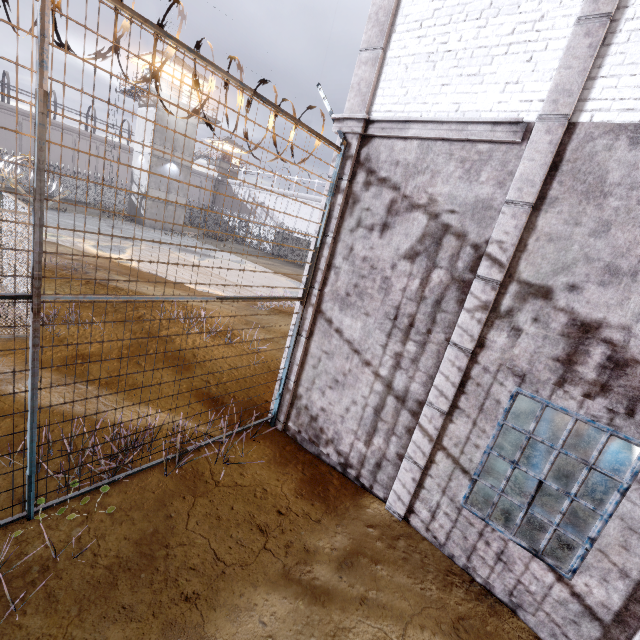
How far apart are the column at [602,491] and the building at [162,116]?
36.7 meters

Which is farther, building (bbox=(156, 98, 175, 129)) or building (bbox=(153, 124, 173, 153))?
building (bbox=(153, 124, 173, 153))

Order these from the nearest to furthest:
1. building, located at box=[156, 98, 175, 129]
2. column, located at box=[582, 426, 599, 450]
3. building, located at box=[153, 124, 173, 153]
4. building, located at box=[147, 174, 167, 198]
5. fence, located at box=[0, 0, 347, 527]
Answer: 1. fence, located at box=[0, 0, 347, 527]
2. column, located at box=[582, 426, 599, 450]
3. building, located at box=[156, 98, 175, 129]
4. building, located at box=[153, 124, 173, 153]
5. building, located at box=[147, 174, 167, 198]

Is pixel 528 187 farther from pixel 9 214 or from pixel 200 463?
pixel 9 214

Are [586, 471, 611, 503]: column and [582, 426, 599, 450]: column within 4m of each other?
yes

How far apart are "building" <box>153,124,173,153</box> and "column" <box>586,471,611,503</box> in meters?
36.7 m

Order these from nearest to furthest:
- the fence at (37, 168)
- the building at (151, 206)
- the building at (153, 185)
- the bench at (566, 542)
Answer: the fence at (37, 168), the bench at (566, 542), the building at (153, 185), the building at (151, 206)
